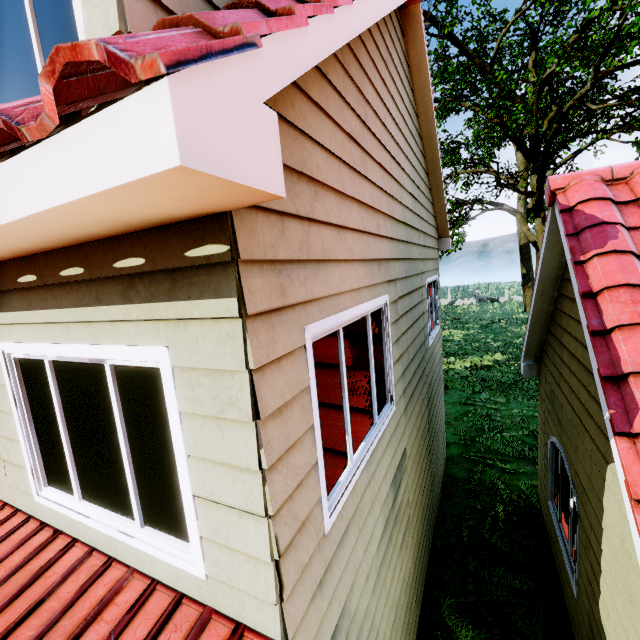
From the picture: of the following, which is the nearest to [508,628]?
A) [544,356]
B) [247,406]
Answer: [544,356]
